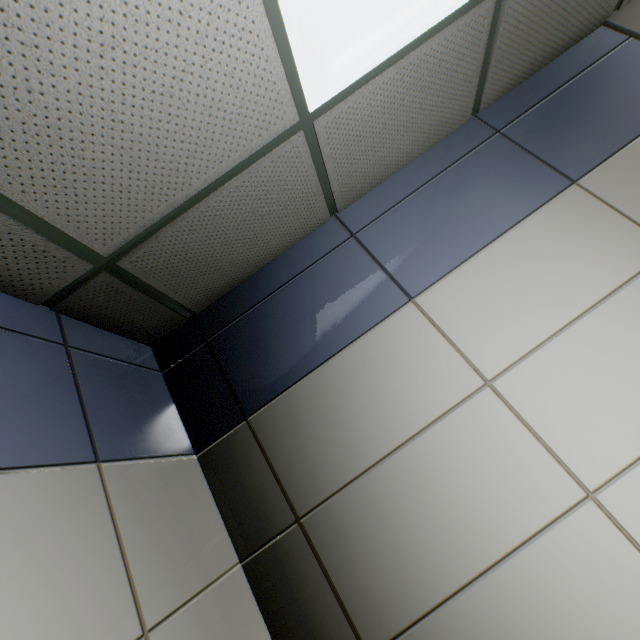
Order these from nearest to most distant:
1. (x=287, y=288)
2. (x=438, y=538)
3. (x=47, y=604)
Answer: (x=47, y=604)
(x=438, y=538)
(x=287, y=288)
